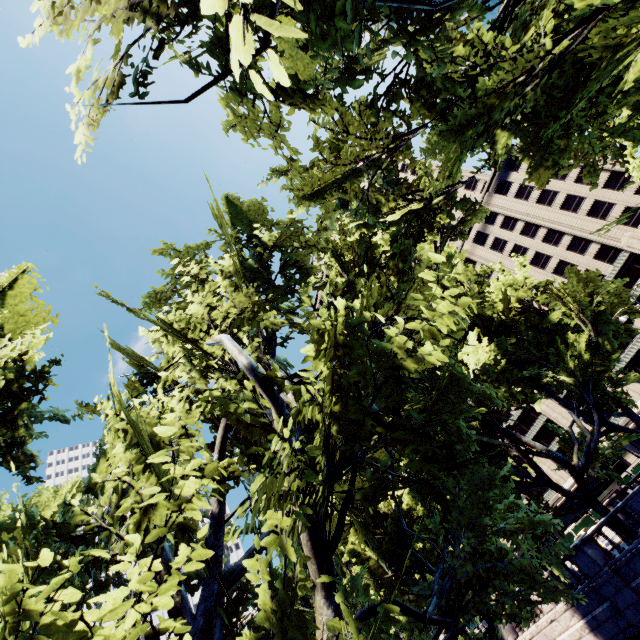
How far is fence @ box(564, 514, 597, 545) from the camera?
41.5 meters

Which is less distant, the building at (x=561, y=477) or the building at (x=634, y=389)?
the building at (x=634, y=389)

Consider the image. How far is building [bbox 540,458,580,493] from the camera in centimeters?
5562cm

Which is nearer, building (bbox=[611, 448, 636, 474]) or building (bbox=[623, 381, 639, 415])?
building (bbox=[623, 381, 639, 415])

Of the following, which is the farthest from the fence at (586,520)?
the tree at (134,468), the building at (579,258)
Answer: the tree at (134,468)

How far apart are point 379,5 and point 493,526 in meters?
10.3 m

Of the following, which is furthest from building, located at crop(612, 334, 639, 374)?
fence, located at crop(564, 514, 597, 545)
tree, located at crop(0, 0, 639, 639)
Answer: tree, located at crop(0, 0, 639, 639)
